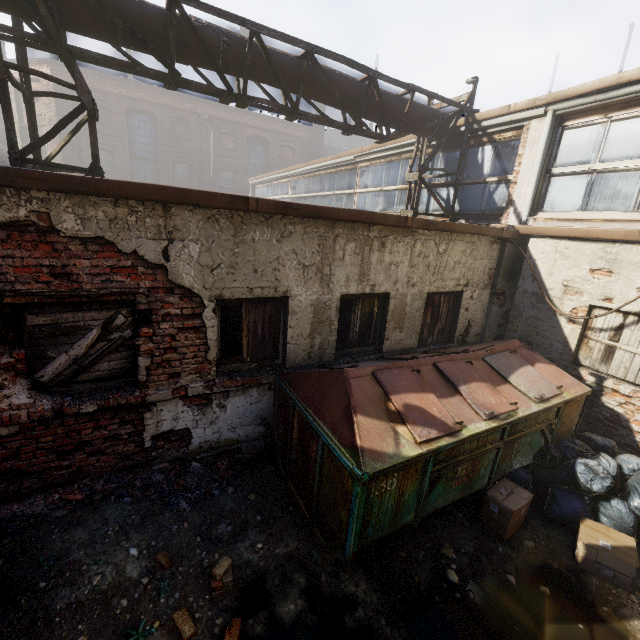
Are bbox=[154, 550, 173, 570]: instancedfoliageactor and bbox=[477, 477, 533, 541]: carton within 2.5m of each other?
no

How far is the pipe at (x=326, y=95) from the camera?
5.9 meters

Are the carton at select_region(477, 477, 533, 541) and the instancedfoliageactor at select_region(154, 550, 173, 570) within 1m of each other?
no

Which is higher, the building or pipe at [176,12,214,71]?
the building

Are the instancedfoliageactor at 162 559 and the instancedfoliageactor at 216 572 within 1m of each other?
yes

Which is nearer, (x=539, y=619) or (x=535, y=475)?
(x=539, y=619)

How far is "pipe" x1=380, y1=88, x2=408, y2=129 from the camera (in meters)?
6.78

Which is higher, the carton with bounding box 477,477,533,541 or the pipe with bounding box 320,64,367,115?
the pipe with bounding box 320,64,367,115
